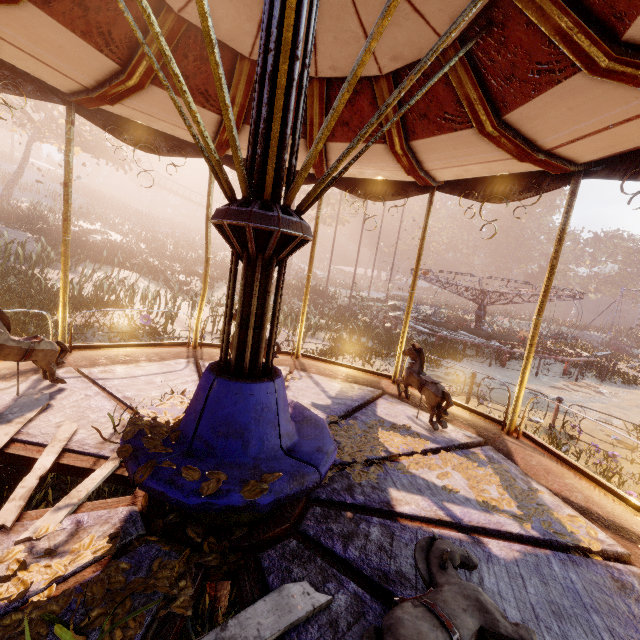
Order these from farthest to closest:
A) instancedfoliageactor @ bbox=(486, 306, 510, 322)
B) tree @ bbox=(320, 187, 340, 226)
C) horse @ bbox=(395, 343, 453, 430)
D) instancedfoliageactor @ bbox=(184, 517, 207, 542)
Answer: instancedfoliageactor @ bbox=(486, 306, 510, 322) → tree @ bbox=(320, 187, 340, 226) → horse @ bbox=(395, 343, 453, 430) → instancedfoliageactor @ bbox=(184, 517, 207, 542)

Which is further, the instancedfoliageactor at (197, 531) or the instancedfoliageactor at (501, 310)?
the instancedfoliageactor at (501, 310)

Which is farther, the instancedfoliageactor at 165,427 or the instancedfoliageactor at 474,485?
the instancedfoliageactor at 474,485

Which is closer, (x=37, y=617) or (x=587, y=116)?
(x=37, y=617)

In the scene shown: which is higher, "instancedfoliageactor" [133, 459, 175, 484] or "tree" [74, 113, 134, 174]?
"tree" [74, 113, 134, 174]

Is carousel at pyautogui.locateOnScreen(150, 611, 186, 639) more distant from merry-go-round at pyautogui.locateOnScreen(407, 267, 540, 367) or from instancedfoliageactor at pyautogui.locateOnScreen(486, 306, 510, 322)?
instancedfoliageactor at pyautogui.locateOnScreen(486, 306, 510, 322)

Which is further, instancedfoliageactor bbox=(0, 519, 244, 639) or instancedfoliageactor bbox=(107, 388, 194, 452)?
instancedfoliageactor bbox=(107, 388, 194, 452)

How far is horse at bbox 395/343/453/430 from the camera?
4.20m
